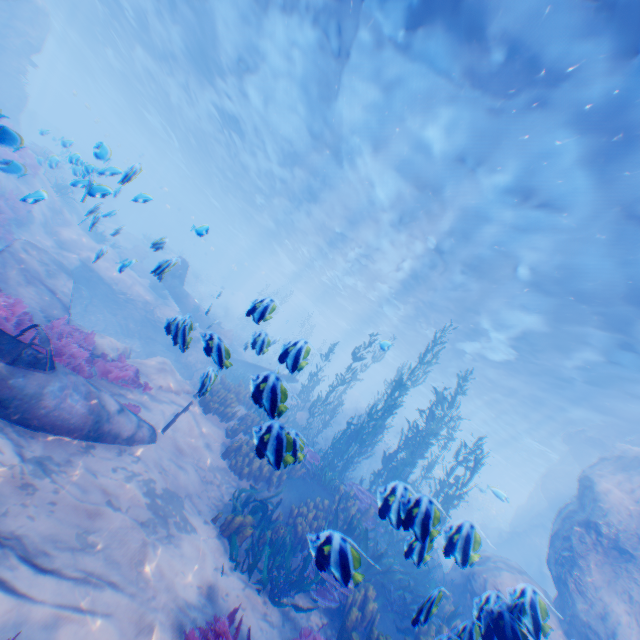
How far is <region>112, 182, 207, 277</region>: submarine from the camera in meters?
51.3 m

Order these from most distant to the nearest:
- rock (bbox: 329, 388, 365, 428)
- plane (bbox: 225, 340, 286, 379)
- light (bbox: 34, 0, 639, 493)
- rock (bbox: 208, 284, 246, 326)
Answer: rock (bbox: 208, 284, 246, 326) → rock (bbox: 329, 388, 365, 428) → light (bbox: 34, 0, 639, 493) → plane (bbox: 225, 340, 286, 379)

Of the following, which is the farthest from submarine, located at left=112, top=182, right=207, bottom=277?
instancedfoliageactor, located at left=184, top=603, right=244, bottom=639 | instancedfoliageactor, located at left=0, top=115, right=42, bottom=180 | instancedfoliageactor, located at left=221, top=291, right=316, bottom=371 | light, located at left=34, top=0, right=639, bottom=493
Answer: instancedfoliageactor, located at left=184, top=603, right=244, bottom=639

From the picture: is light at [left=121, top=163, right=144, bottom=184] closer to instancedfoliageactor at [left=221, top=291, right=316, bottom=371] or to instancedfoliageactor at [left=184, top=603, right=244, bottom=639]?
instancedfoliageactor at [left=184, top=603, right=244, bottom=639]

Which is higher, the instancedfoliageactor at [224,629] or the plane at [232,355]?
the plane at [232,355]

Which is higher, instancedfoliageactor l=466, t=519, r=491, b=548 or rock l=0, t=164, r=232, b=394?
instancedfoliageactor l=466, t=519, r=491, b=548

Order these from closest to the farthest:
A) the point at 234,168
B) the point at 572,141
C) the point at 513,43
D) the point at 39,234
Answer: the point at 513,43
the point at 572,141
the point at 39,234
the point at 234,168

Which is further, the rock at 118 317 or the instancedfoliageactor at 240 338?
the rock at 118 317
